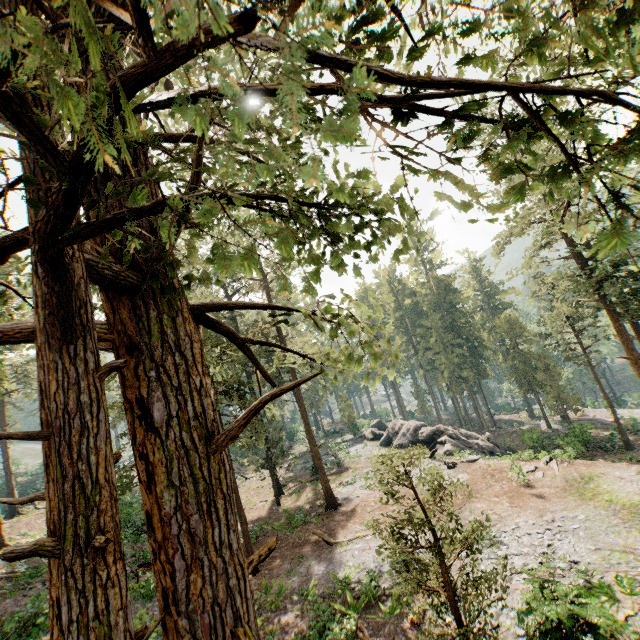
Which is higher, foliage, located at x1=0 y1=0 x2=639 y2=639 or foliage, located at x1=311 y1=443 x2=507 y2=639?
foliage, located at x1=0 y1=0 x2=639 y2=639

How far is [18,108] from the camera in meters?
1.3 m

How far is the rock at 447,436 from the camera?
30.8m

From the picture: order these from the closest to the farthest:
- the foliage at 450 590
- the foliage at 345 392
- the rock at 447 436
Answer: the foliage at 450 590 < the rock at 447 436 < the foliage at 345 392

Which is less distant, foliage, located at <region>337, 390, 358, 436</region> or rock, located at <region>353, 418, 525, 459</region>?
rock, located at <region>353, 418, 525, 459</region>

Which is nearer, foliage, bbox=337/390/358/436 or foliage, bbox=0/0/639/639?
foliage, bbox=0/0/639/639

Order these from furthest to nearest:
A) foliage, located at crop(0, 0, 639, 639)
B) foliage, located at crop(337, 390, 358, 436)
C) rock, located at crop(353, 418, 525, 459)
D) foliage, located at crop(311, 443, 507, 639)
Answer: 1. foliage, located at crop(337, 390, 358, 436)
2. rock, located at crop(353, 418, 525, 459)
3. foliage, located at crop(311, 443, 507, 639)
4. foliage, located at crop(0, 0, 639, 639)
